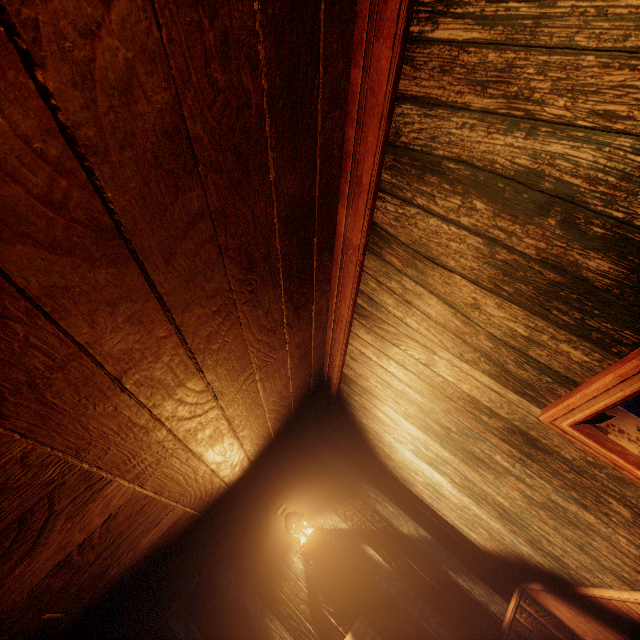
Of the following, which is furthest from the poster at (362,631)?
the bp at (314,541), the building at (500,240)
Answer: the bp at (314,541)

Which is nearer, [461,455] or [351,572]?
[461,455]

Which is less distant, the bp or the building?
the building

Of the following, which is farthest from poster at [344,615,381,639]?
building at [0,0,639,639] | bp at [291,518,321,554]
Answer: bp at [291,518,321,554]

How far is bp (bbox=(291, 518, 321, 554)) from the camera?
3.8 meters

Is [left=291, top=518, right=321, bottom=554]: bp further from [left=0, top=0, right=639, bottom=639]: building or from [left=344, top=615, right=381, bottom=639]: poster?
[left=344, top=615, right=381, bottom=639]: poster

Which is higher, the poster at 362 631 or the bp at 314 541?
the bp at 314 541
